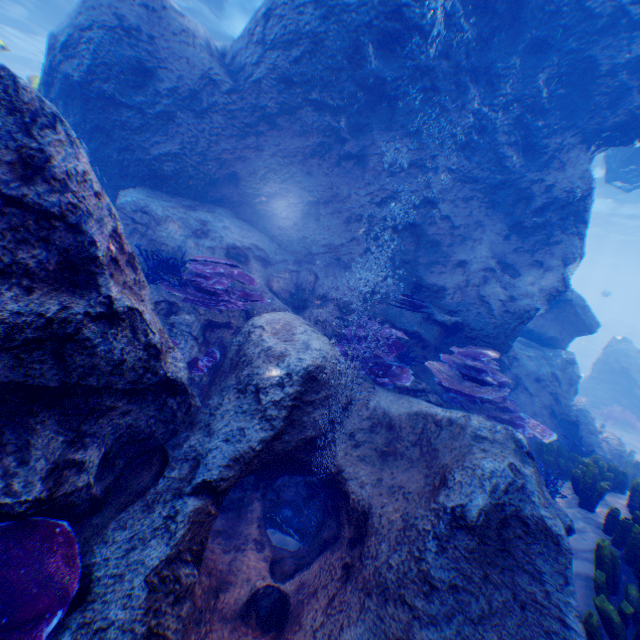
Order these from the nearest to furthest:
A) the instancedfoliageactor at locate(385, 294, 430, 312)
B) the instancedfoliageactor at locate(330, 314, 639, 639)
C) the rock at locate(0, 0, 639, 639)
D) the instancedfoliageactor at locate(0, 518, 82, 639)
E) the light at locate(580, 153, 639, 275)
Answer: the instancedfoliageactor at locate(0, 518, 82, 639) → the rock at locate(0, 0, 639, 639) → the instancedfoliageactor at locate(330, 314, 639, 639) → the instancedfoliageactor at locate(385, 294, 430, 312) → the light at locate(580, 153, 639, 275)

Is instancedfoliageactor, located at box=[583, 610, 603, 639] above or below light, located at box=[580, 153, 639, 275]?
below

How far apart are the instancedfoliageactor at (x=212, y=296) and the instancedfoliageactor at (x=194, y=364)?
0.6m

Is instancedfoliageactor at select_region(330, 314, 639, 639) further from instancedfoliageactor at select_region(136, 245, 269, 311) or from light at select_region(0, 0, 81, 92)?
instancedfoliageactor at select_region(136, 245, 269, 311)

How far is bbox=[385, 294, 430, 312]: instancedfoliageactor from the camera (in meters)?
6.59

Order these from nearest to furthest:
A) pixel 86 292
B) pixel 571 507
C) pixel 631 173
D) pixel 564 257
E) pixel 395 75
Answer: pixel 86 292 < pixel 571 507 < pixel 395 75 < pixel 564 257 < pixel 631 173

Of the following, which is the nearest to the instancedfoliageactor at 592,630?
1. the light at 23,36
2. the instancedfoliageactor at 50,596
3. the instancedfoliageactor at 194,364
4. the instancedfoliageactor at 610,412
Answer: the instancedfoliageactor at 50,596

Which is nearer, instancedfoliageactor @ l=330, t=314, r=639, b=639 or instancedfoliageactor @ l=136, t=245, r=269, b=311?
instancedfoliageactor @ l=330, t=314, r=639, b=639
